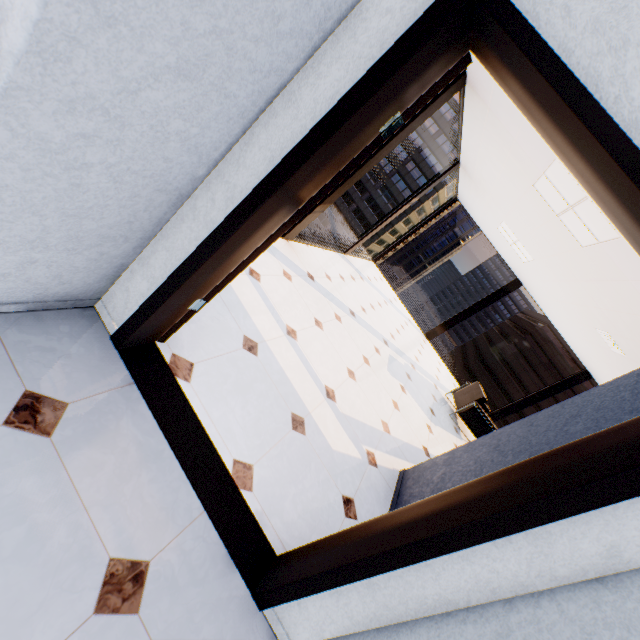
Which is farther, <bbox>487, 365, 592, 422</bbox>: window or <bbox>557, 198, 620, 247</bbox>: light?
<bbox>487, 365, 592, 422</bbox>: window

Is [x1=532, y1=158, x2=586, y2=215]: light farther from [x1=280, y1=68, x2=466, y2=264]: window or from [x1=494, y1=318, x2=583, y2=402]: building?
[x1=494, y1=318, x2=583, y2=402]: building

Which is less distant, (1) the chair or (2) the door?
(2) the door

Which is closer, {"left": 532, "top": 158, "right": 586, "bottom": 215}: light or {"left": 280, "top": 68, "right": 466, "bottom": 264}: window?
{"left": 532, "top": 158, "right": 586, "bottom": 215}: light

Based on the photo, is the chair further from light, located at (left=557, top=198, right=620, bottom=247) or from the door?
the door

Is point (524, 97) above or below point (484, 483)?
above

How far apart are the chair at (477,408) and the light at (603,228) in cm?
359

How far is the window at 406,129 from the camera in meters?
3.9
